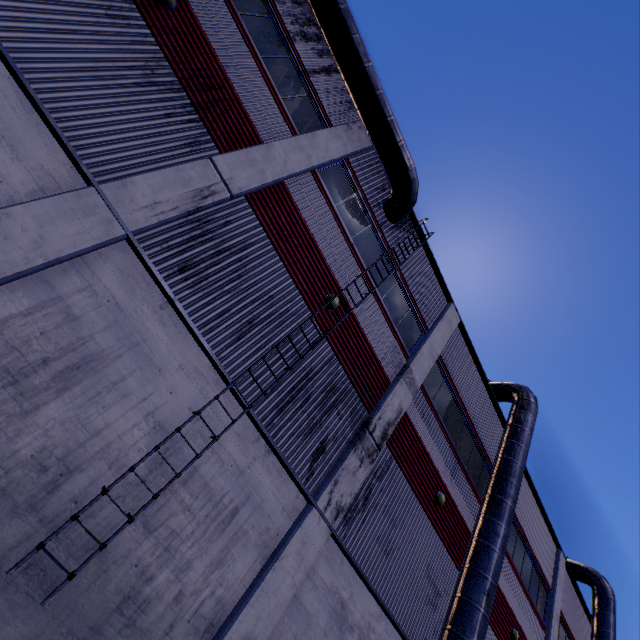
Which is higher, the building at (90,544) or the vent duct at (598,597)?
the vent duct at (598,597)

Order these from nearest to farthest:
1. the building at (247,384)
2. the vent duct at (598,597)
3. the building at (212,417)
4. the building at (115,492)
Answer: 1. the building at (115,492)
2. the building at (212,417)
3. the building at (247,384)
4. the vent duct at (598,597)

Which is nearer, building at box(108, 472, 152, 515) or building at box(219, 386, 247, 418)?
building at box(108, 472, 152, 515)

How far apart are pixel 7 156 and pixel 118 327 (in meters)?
3.11

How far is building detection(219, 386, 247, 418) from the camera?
6.7m

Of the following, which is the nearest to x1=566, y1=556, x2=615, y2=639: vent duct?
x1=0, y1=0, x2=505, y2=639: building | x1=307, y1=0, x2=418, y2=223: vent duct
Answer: x1=0, y1=0, x2=505, y2=639: building
